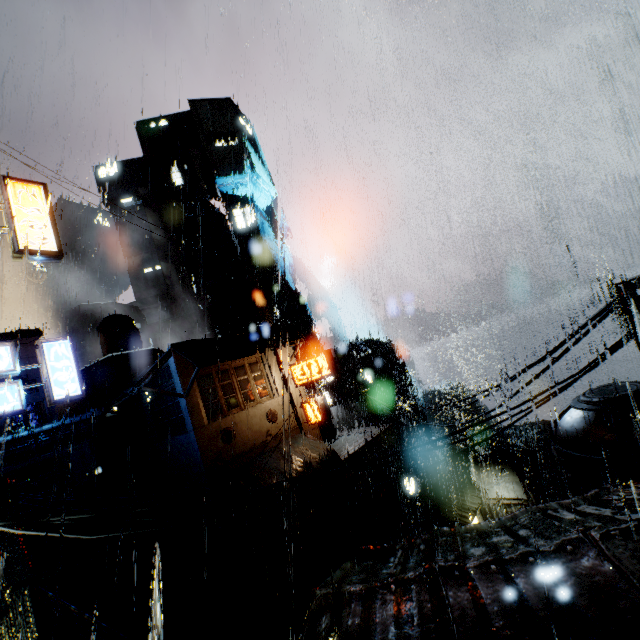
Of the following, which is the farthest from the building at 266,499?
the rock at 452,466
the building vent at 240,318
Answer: the rock at 452,466

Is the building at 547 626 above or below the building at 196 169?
below

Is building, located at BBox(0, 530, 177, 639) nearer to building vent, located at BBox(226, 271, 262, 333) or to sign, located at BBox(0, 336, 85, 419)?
sign, located at BBox(0, 336, 85, 419)

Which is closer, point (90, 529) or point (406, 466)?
point (90, 529)

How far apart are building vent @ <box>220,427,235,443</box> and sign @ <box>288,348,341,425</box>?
5.0 meters

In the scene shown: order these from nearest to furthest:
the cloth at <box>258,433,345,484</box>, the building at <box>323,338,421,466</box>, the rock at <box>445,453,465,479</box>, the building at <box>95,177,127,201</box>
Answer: the cloth at <box>258,433,345,484</box>
the building at <box>323,338,421,466</box>
the rock at <box>445,453,465,479</box>
the building at <box>95,177,127,201</box>

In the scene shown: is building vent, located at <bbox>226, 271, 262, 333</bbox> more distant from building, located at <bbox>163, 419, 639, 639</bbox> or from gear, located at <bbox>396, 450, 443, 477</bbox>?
gear, located at <bbox>396, 450, 443, 477</bbox>

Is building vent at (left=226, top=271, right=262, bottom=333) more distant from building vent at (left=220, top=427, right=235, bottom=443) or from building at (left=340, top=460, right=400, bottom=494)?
building vent at (left=220, top=427, right=235, bottom=443)
